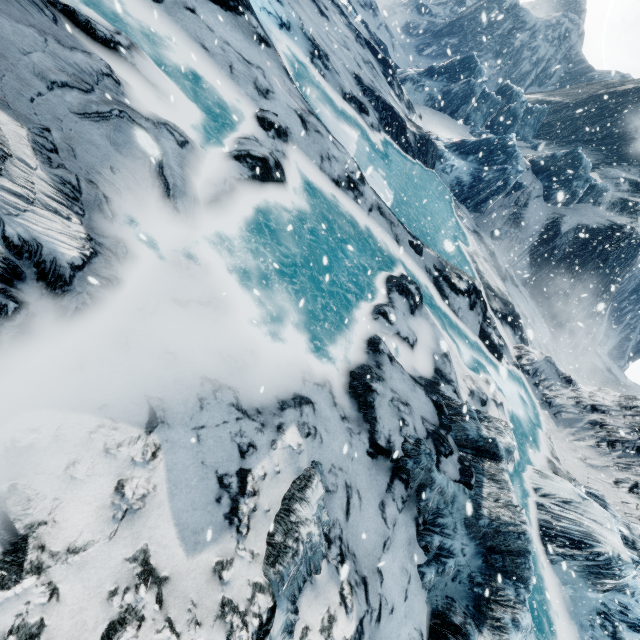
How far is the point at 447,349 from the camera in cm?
920
